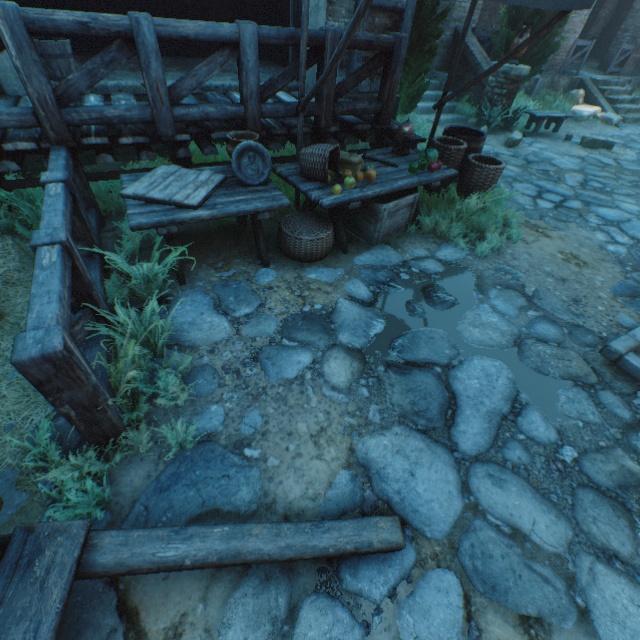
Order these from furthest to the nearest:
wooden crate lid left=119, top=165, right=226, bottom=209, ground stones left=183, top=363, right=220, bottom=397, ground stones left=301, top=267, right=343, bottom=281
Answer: ground stones left=301, top=267, right=343, bottom=281 → wooden crate lid left=119, top=165, right=226, bottom=209 → ground stones left=183, top=363, right=220, bottom=397

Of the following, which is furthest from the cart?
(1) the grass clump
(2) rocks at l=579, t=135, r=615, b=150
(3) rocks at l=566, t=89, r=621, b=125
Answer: (3) rocks at l=566, t=89, r=621, b=125

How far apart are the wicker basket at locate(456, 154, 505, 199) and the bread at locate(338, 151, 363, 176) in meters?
1.2

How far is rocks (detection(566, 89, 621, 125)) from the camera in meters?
10.6

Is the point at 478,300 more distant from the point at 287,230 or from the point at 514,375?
the point at 287,230

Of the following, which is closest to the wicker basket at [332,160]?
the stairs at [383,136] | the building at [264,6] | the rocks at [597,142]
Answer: the stairs at [383,136]

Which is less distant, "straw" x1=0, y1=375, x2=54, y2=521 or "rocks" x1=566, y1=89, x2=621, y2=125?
"straw" x1=0, y1=375, x2=54, y2=521

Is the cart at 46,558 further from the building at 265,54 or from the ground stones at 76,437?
the building at 265,54
